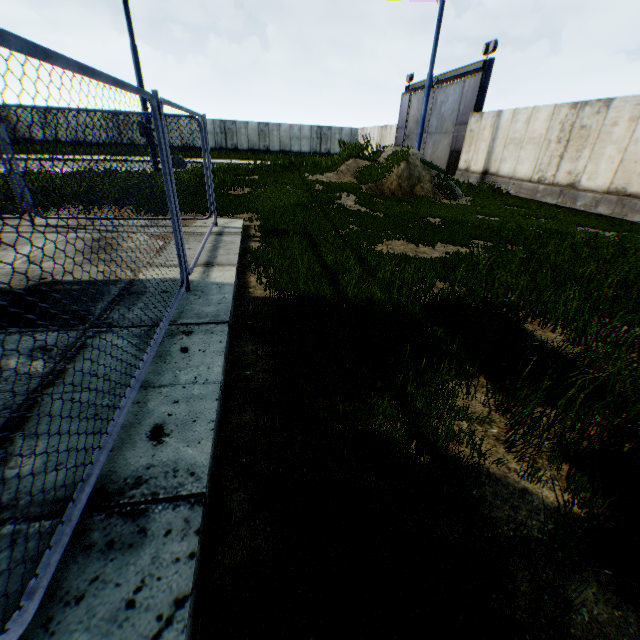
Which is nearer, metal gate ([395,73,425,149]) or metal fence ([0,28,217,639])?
metal fence ([0,28,217,639])

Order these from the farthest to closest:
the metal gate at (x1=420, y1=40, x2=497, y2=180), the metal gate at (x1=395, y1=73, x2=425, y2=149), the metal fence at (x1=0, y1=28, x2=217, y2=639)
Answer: the metal gate at (x1=395, y1=73, x2=425, y2=149) → the metal gate at (x1=420, y1=40, x2=497, y2=180) → the metal fence at (x1=0, y1=28, x2=217, y2=639)

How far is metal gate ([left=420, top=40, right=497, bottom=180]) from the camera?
17.81m

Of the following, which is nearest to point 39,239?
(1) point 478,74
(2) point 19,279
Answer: (2) point 19,279

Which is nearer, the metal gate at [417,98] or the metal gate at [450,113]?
the metal gate at [450,113]

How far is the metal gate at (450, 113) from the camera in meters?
17.8 m
